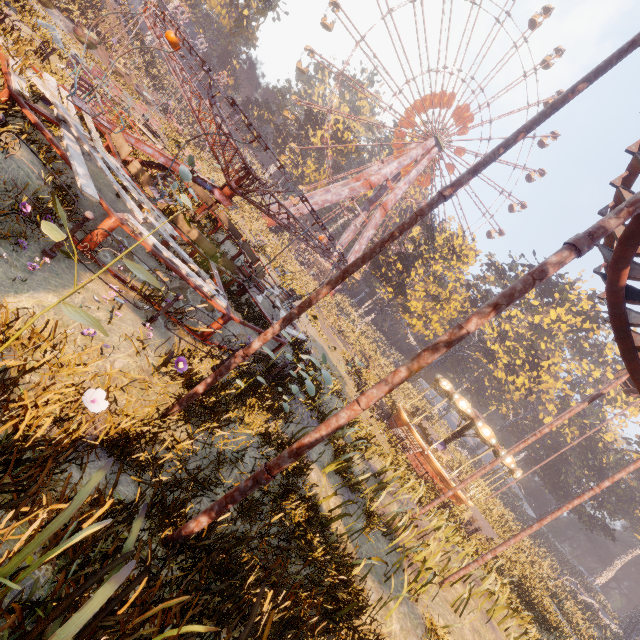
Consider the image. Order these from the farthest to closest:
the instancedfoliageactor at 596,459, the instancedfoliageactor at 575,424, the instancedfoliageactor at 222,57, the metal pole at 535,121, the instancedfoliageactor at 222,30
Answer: the instancedfoliageactor at 222,57 < the instancedfoliageactor at 575,424 < the instancedfoliageactor at 222,30 < the metal pole at 535,121 < the instancedfoliageactor at 596,459

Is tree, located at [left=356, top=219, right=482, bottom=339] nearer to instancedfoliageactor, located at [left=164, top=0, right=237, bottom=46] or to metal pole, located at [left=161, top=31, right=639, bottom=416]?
instancedfoliageactor, located at [left=164, top=0, right=237, bottom=46]

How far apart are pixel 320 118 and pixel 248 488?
63.7m

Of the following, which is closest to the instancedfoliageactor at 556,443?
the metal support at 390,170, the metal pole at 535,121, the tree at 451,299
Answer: the tree at 451,299

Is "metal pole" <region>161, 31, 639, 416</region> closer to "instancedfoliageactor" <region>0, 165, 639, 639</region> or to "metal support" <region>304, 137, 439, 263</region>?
"instancedfoliageactor" <region>0, 165, 639, 639</region>

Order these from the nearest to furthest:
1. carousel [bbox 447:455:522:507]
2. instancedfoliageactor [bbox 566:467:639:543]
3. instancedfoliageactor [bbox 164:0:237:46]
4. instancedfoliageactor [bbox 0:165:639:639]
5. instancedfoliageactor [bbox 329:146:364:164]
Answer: instancedfoliageactor [bbox 0:165:639:639] → carousel [bbox 447:455:522:507] → instancedfoliageactor [bbox 566:467:639:543] → instancedfoliageactor [bbox 164:0:237:46] → instancedfoliageactor [bbox 329:146:364:164]

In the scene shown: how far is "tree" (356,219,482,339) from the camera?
37.61m

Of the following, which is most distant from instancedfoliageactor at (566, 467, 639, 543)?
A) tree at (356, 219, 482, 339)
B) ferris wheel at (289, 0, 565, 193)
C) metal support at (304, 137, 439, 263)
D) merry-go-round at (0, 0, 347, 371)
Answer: metal support at (304, 137, 439, 263)
